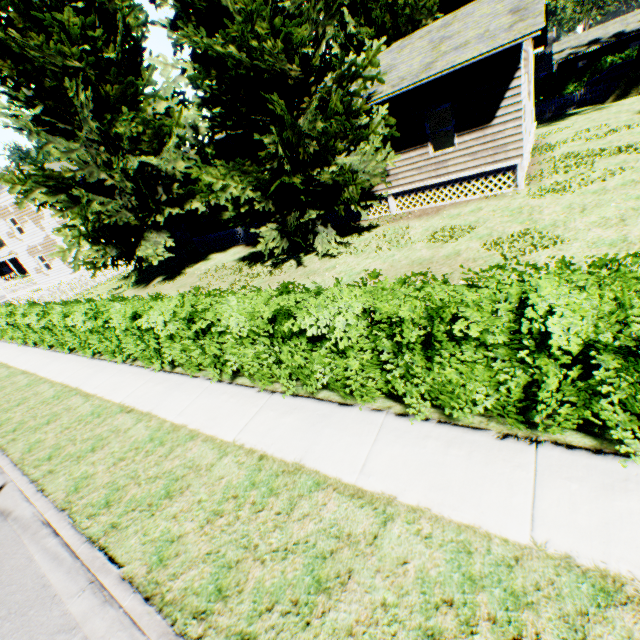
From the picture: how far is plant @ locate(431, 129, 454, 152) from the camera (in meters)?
15.83

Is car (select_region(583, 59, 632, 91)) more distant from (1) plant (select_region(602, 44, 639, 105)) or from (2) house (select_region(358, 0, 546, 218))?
(2) house (select_region(358, 0, 546, 218))

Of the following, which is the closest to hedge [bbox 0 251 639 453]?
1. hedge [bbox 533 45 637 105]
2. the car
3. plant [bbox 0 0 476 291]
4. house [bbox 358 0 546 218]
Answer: plant [bbox 0 0 476 291]

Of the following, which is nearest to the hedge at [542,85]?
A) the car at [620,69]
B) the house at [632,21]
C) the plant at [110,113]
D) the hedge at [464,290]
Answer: the plant at [110,113]

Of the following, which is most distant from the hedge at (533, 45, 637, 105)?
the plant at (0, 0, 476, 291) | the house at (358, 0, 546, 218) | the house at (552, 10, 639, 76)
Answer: the house at (358, 0, 546, 218)

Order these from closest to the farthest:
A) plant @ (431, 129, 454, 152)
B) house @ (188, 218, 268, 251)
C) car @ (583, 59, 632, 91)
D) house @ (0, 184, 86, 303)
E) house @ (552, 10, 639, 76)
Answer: plant @ (431, 129, 454, 152) < house @ (188, 218, 268, 251) < house @ (0, 184, 86, 303) < car @ (583, 59, 632, 91) < house @ (552, 10, 639, 76)

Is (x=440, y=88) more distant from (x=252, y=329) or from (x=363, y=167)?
(x=252, y=329)

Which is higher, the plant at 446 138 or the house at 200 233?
the plant at 446 138
